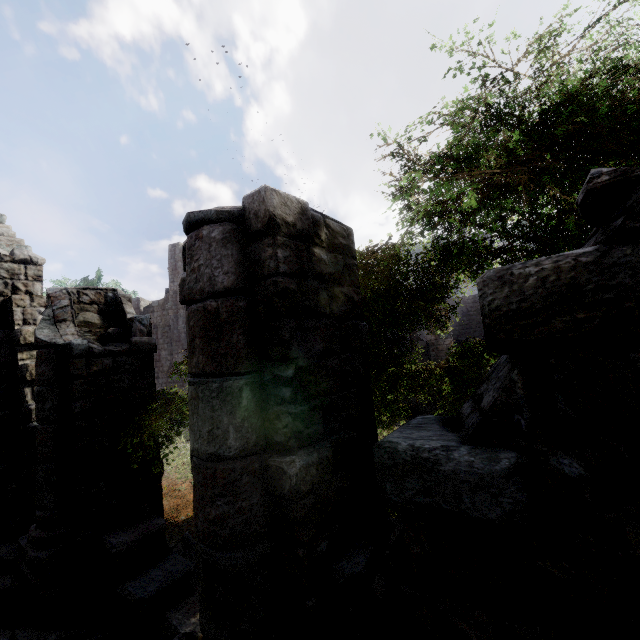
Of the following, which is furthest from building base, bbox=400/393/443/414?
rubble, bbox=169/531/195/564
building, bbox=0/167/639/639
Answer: rubble, bbox=169/531/195/564

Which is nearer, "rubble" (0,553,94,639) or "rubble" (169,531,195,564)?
"rubble" (0,553,94,639)

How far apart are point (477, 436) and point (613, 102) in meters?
2.5 m

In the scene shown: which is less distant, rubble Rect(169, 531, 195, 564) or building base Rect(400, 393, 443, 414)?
rubble Rect(169, 531, 195, 564)

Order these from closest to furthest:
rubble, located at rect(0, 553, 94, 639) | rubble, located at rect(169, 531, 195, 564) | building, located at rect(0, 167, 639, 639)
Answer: building, located at rect(0, 167, 639, 639), rubble, located at rect(0, 553, 94, 639), rubble, located at rect(169, 531, 195, 564)

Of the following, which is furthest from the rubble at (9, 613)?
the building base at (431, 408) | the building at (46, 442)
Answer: the building base at (431, 408)

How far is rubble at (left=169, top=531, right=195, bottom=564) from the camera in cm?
660

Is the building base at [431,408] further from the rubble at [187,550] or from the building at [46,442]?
the rubble at [187,550]
